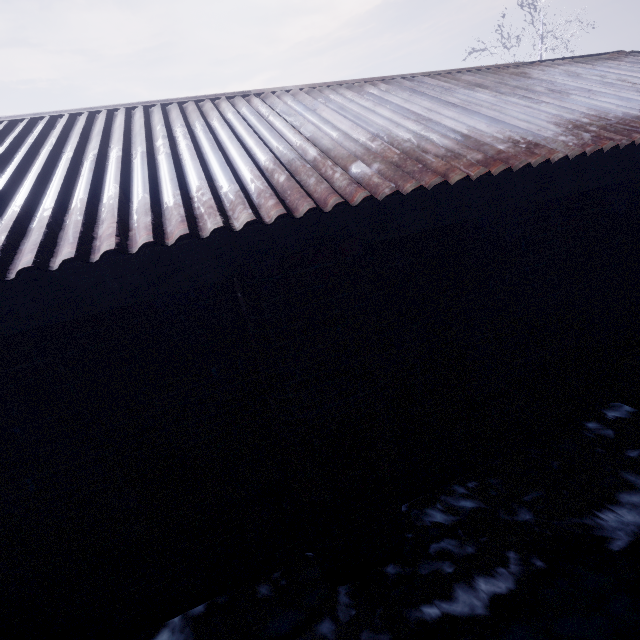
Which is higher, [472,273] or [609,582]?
[472,273]
